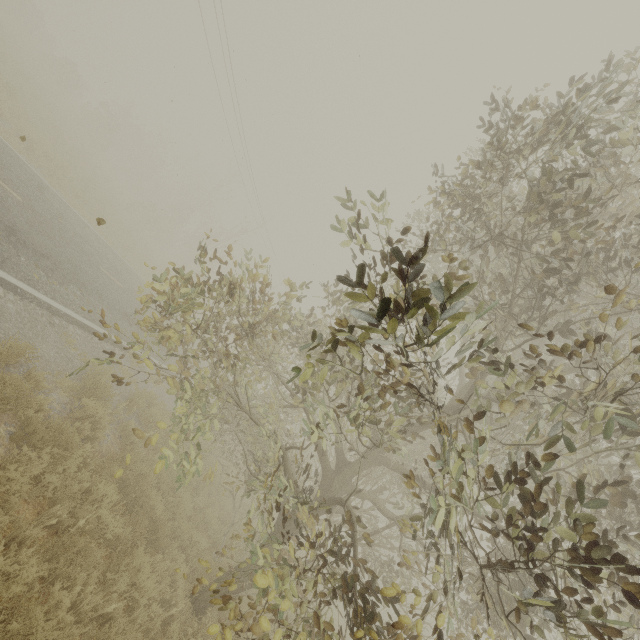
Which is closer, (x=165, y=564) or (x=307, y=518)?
(x=307, y=518)

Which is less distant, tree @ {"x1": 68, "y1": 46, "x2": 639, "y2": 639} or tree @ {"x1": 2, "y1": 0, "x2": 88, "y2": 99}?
tree @ {"x1": 68, "y1": 46, "x2": 639, "y2": 639}

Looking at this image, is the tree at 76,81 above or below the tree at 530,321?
below

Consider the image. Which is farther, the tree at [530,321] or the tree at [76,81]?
the tree at [76,81]

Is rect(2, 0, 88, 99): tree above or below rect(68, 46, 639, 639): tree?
below
